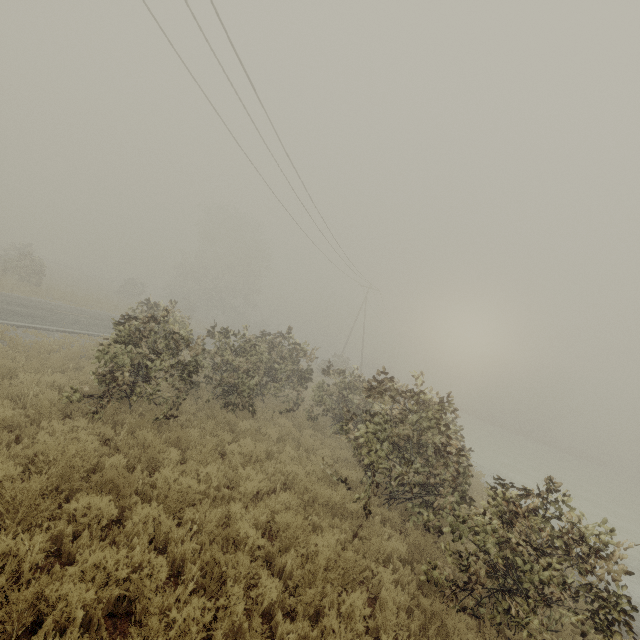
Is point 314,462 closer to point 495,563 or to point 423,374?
point 423,374
